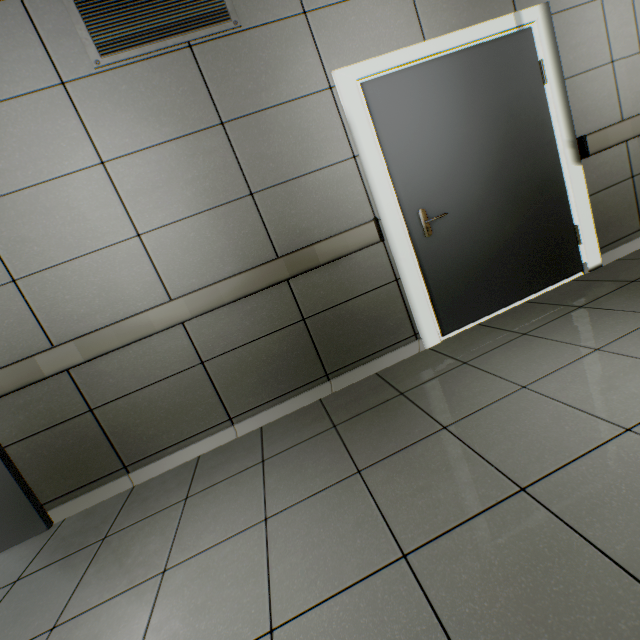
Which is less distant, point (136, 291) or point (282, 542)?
point (282, 542)

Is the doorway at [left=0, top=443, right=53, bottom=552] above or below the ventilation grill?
below

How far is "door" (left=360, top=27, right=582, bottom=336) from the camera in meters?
2.4

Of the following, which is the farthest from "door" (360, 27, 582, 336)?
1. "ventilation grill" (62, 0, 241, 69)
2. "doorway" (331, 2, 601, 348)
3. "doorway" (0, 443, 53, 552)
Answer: "doorway" (0, 443, 53, 552)

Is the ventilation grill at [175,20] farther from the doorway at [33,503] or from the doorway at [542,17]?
the doorway at [33,503]

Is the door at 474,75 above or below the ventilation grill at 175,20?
below

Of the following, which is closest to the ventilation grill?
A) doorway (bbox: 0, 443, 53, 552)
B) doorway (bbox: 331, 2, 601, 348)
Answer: doorway (bbox: 331, 2, 601, 348)
